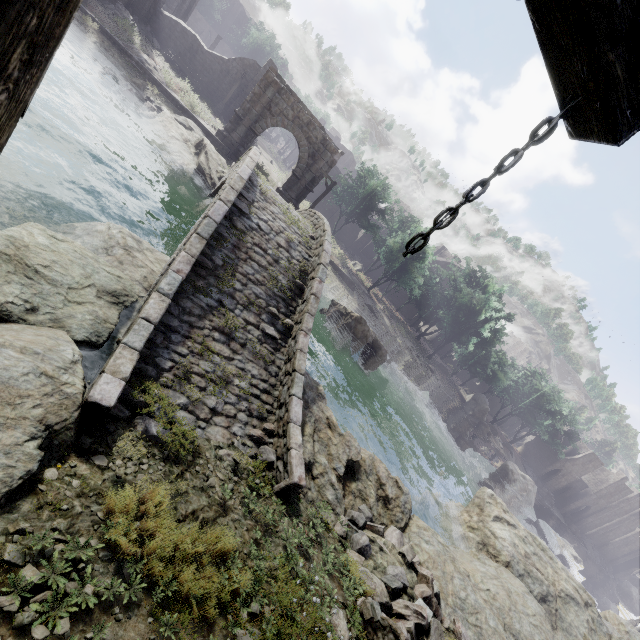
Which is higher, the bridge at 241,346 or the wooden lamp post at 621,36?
the wooden lamp post at 621,36

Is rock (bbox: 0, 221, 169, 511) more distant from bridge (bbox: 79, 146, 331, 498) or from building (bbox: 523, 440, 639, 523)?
building (bbox: 523, 440, 639, 523)

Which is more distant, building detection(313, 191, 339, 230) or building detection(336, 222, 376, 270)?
building detection(336, 222, 376, 270)

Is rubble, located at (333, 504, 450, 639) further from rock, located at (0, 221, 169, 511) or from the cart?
the cart

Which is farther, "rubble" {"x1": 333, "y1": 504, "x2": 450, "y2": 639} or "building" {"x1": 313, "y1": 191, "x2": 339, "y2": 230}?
"building" {"x1": 313, "y1": 191, "x2": 339, "y2": 230}

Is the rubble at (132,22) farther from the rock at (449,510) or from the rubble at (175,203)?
the rock at (449,510)

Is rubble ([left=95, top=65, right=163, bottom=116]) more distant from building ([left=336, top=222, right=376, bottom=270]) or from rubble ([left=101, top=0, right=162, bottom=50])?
building ([left=336, top=222, right=376, bottom=270])

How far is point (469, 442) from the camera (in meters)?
38.19
